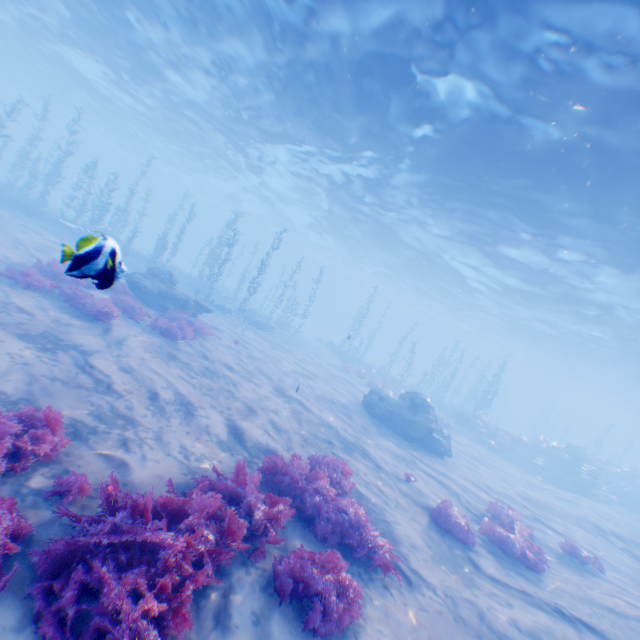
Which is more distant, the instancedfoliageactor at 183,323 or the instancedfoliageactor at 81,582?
the instancedfoliageactor at 183,323

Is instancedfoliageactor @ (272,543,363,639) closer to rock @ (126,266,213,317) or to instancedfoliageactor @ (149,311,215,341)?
instancedfoliageactor @ (149,311,215,341)

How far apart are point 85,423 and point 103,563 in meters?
3.1

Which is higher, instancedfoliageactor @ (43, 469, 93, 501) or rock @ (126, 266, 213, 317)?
rock @ (126, 266, 213, 317)

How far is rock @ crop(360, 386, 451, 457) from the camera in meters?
15.5

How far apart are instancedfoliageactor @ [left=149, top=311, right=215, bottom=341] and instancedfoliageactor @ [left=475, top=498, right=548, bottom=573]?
11.8 meters

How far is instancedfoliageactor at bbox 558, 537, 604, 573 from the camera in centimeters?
986cm

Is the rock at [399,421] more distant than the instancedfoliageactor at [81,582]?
Yes
